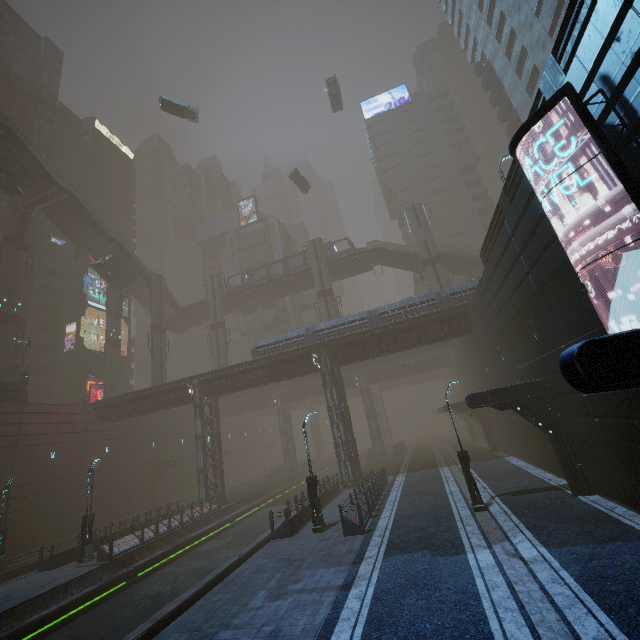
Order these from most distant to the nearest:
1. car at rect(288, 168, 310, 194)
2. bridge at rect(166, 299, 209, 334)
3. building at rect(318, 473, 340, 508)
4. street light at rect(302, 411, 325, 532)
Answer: bridge at rect(166, 299, 209, 334) → car at rect(288, 168, 310, 194) → building at rect(318, 473, 340, 508) → street light at rect(302, 411, 325, 532)

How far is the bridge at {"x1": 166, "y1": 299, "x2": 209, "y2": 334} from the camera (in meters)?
50.59

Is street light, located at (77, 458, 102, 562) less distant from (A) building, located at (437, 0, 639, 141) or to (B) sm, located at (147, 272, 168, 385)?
(A) building, located at (437, 0, 639, 141)

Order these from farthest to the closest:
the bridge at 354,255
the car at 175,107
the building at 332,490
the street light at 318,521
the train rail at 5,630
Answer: the bridge at 354,255
the car at 175,107
the building at 332,490
the street light at 318,521
the train rail at 5,630

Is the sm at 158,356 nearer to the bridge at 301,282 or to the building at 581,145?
the building at 581,145

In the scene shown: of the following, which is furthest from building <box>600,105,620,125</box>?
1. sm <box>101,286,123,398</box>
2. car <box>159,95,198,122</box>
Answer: sm <box>101,286,123,398</box>

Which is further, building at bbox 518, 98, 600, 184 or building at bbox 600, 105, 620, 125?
building at bbox 518, 98, 600, 184

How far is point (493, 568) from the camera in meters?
9.1
